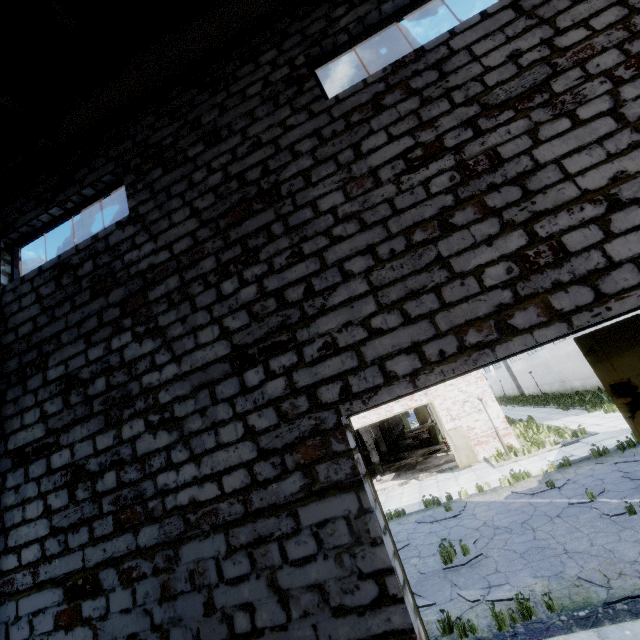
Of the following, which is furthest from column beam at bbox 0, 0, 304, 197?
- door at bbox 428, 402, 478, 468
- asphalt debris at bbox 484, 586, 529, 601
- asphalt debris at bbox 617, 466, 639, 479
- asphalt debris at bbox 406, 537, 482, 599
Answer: door at bbox 428, 402, 478, 468

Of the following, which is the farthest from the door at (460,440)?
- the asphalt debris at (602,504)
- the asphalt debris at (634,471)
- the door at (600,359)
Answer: the door at (600,359)

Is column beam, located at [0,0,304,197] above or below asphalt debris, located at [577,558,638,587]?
above

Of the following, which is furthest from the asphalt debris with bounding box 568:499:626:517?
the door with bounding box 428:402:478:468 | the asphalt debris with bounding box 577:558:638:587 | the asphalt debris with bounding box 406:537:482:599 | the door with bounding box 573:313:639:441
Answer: the door with bounding box 428:402:478:468

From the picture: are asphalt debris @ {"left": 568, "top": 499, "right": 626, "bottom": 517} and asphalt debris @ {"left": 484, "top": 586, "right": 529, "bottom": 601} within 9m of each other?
yes

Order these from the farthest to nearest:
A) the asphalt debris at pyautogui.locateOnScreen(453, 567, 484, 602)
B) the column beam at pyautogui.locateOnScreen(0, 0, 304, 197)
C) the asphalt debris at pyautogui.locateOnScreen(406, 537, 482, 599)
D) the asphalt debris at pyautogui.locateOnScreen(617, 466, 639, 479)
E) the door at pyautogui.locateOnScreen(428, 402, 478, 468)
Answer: the door at pyautogui.locateOnScreen(428, 402, 478, 468) < the asphalt debris at pyautogui.locateOnScreen(617, 466, 639, 479) < the asphalt debris at pyautogui.locateOnScreen(406, 537, 482, 599) < the asphalt debris at pyautogui.locateOnScreen(453, 567, 484, 602) < the column beam at pyautogui.locateOnScreen(0, 0, 304, 197)

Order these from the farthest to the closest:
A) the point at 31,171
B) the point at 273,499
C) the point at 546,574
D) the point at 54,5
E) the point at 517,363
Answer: the point at 517,363, the point at 546,574, the point at 31,171, the point at 54,5, the point at 273,499

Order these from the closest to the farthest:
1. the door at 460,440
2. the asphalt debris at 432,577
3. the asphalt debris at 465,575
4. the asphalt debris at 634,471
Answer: the asphalt debris at 465,575 → the asphalt debris at 432,577 → the asphalt debris at 634,471 → the door at 460,440
